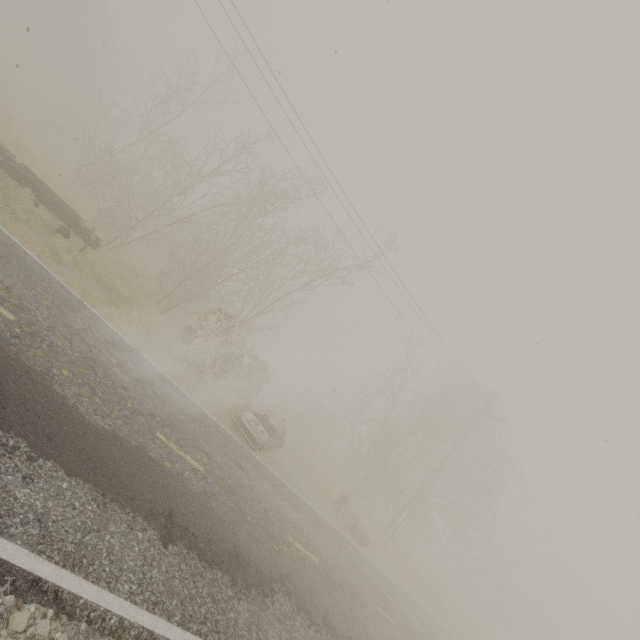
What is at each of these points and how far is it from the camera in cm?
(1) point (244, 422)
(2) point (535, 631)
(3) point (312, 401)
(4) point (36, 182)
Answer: (1) car, 1287
(2) tree, 3862
(3) truck, 4100
(4) truck, 1205

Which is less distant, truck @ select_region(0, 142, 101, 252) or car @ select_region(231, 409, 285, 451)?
truck @ select_region(0, 142, 101, 252)

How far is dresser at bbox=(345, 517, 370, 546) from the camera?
16.48m

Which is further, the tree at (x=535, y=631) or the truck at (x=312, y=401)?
the truck at (x=312, y=401)

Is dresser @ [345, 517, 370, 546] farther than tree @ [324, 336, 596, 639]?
No

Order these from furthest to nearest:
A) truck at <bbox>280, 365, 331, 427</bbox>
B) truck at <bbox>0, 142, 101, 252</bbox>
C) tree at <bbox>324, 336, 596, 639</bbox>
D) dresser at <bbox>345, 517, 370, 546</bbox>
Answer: truck at <bbox>280, 365, 331, 427</bbox>, tree at <bbox>324, 336, 596, 639</bbox>, dresser at <bbox>345, 517, 370, 546</bbox>, truck at <bbox>0, 142, 101, 252</bbox>

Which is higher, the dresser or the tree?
the tree

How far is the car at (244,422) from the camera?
12.7m
